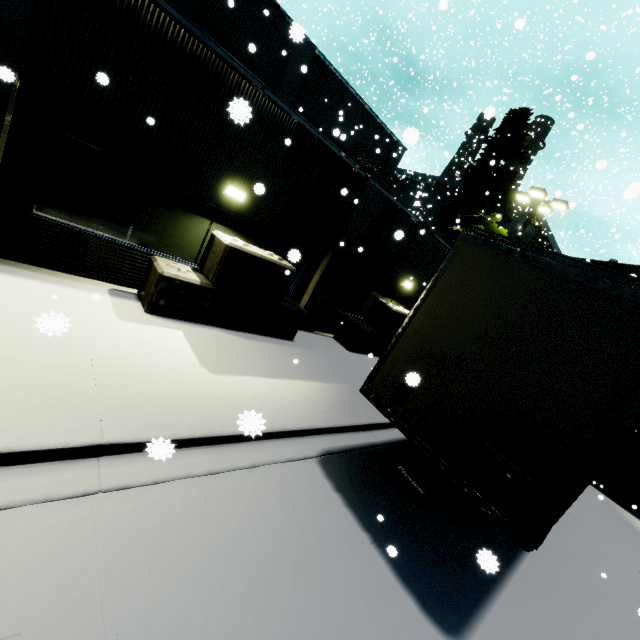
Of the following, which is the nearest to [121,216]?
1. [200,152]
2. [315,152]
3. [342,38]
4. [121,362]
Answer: [200,152]

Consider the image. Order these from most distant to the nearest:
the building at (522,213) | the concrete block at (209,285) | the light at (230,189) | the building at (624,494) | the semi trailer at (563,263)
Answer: the building at (522,213)
the building at (624,494)
the light at (230,189)
the concrete block at (209,285)
the semi trailer at (563,263)

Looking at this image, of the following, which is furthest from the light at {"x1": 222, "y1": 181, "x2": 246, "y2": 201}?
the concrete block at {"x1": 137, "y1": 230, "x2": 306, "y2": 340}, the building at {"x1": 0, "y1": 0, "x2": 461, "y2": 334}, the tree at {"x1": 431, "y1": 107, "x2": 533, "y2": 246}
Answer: the tree at {"x1": 431, "y1": 107, "x2": 533, "y2": 246}

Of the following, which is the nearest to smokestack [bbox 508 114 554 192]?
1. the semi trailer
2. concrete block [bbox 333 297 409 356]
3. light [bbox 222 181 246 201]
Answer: the semi trailer

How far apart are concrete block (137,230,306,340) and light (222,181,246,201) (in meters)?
0.84

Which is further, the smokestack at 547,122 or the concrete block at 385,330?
the smokestack at 547,122

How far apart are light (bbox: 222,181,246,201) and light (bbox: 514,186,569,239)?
14.6m

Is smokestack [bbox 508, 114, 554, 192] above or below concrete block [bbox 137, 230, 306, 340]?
above
